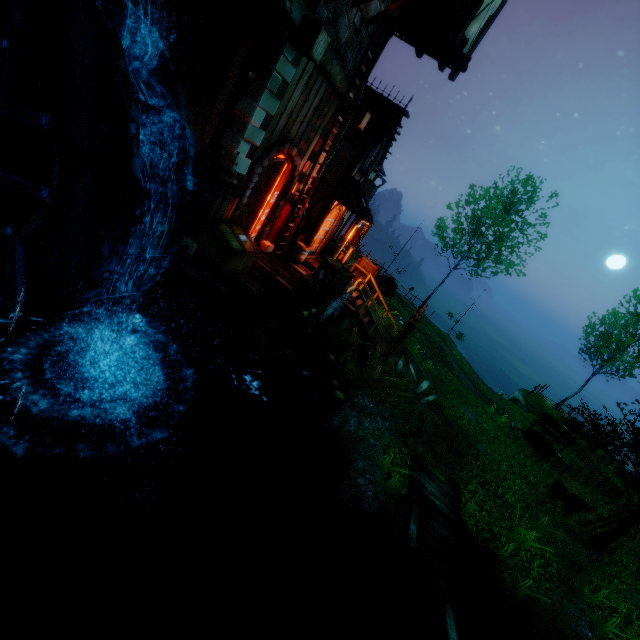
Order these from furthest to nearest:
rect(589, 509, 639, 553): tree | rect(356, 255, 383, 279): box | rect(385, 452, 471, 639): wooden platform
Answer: rect(356, 255, 383, 279): box → rect(589, 509, 639, 553): tree → rect(385, 452, 471, 639): wooden platform

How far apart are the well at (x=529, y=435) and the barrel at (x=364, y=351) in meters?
10.9

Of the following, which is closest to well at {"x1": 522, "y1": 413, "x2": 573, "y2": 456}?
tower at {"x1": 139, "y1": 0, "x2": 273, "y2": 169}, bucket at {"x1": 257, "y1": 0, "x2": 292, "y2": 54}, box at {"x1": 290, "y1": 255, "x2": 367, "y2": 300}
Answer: box at {"x1": 290, "y1": 255, "x2": 367, "y2": 300}

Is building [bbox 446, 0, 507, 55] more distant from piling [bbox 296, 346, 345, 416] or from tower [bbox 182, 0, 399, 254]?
piling [bbox 296, 346, 345, 416]

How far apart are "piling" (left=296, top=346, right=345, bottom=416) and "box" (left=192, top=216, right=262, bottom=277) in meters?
3.7 m

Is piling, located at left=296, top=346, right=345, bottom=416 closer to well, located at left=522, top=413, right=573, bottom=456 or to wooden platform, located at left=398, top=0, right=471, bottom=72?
wooden platform, located at left=398, top=0, right=471, bottom=72

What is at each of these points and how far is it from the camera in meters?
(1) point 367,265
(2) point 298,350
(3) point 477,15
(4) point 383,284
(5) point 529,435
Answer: (1) box, 14.2
(2) stone arch, 11.5
(3) building, 9.2
(4) cart, 17.6
(5) well, 16.8

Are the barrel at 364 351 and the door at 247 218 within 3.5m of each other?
no
